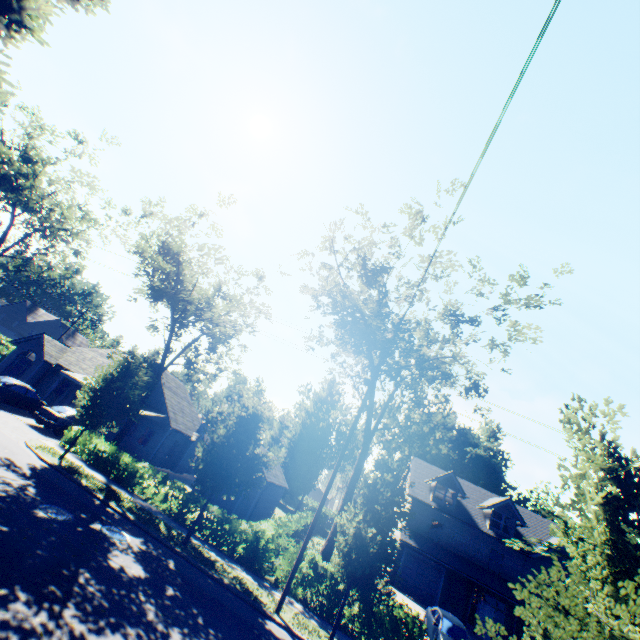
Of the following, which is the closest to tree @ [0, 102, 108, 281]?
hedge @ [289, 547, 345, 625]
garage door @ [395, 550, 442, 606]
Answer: hedge @ [289, 547, 345, 625]

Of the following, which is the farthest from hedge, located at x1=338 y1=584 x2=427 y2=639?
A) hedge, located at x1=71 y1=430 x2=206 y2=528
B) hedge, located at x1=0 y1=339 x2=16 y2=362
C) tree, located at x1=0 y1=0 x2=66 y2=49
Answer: hedge, located at x1=0 y1=339 x2=16 y2=362

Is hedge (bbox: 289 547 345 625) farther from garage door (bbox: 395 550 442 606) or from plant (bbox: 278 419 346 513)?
plant (bbox: 278 419 346 513)

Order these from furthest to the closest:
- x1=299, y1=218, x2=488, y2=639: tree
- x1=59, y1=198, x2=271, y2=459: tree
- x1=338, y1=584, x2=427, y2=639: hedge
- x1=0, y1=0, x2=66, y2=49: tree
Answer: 1. x1=59, y1=198, x2=271, y2=459: tree
2. x1=338, y1=584, x2=427, y2=639: hedge
3. x1=299, y1=218, x2=488, y2=639: tree
4. x1=0, y1=0, x2=66, y2=49: tree

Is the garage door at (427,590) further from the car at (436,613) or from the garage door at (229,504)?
the garage door at (229,504)

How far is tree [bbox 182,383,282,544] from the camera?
14.63m

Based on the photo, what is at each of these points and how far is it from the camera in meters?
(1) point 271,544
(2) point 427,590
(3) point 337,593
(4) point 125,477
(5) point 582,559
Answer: (1) hedge, 16.6 m
(2) garage door, 26.0 m
(3) hedge, 15.1 m
(4) hedge, 17.8 m
(5) tree, 5.1 m

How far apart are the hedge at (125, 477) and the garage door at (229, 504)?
8.7 meters
